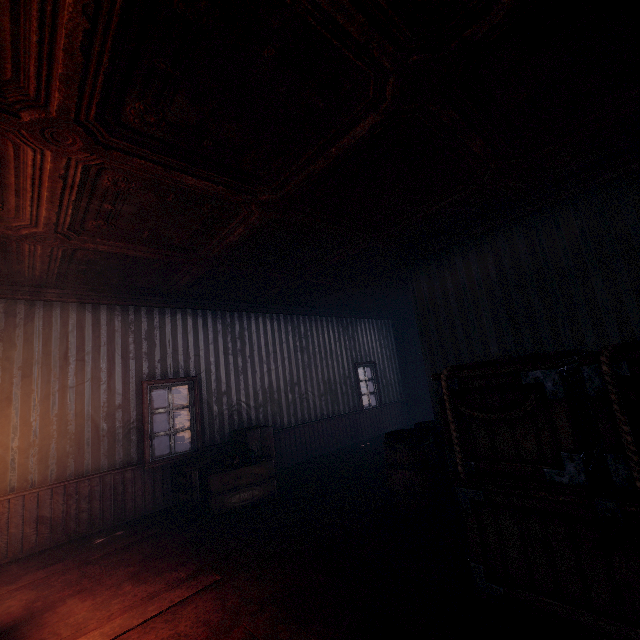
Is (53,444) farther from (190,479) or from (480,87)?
(480,87)

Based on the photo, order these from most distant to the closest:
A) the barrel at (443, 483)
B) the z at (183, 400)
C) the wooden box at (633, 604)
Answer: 1. the z at (183, 400)
2. the barrel at (443, 483)
3. the wooden box at (633, 604)

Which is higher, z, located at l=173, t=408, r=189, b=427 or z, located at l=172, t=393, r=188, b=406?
z, located at l=172, t=393, r=188, b=406

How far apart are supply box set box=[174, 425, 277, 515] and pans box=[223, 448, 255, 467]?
0.0m

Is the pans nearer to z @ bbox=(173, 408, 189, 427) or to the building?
the building

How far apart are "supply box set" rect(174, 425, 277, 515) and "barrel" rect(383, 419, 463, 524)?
2.2m

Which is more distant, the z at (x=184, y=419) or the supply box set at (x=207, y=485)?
the z at (x=184, y=419)

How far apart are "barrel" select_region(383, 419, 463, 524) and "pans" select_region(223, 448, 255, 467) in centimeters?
238cm
